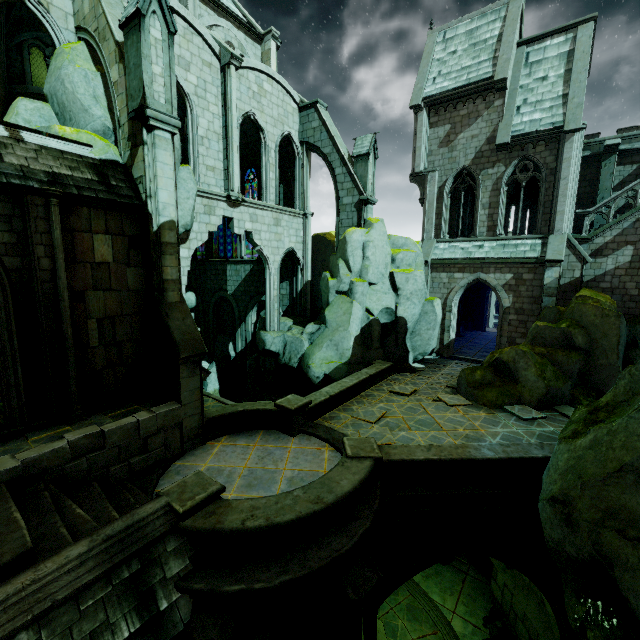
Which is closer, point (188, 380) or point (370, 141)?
point (188, 380)

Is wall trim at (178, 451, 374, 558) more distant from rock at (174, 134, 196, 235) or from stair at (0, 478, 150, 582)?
rock at (174, 134, 196, 235)

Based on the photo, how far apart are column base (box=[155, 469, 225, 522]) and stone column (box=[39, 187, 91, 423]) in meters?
3.6

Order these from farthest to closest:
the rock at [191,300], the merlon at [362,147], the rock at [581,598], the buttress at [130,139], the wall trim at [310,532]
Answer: the rock at [191,300], the merlon at [362,147], the buttress at [130,139], the wall trim at [310,532], the rock at [581,598]

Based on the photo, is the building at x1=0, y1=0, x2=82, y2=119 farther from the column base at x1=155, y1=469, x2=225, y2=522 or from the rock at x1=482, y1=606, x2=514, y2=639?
the column base at x1=155, y1=469, x2=225, y2=522

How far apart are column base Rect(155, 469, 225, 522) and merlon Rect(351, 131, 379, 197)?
15.9m

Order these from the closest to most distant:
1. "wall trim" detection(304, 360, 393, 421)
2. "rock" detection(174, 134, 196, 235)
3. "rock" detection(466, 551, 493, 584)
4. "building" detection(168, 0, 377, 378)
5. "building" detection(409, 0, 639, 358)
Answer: "wall trim" detection(304, 360, 393, 421) < "rock" detection(174, 134, 196, 235) < "rock" detection(466, 551, 493, 584) < "building" detection(168, 0, 377, 378) < "building" detection(409, 0, 639, 358)

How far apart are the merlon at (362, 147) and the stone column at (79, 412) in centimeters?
1408cm
